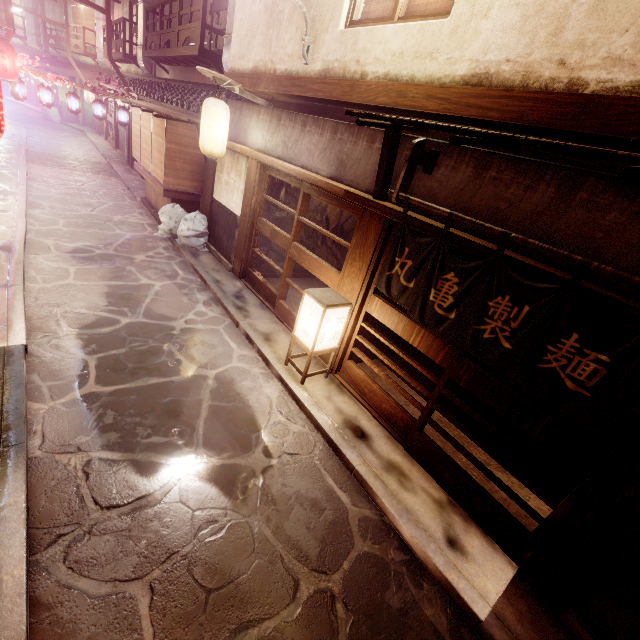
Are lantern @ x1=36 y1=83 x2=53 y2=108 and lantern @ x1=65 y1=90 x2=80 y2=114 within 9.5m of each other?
yes

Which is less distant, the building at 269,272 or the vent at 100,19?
the building at 269,272

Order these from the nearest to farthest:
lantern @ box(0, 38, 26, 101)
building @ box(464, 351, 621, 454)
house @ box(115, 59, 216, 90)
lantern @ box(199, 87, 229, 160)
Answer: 1. building @ box(464, 351, 621, 454)
2. lantern @ box(199, 87, 229, 160)
3. lantern @ box(0, 38, 26, 101)
4. house @ box(115, 59, 216, 90)

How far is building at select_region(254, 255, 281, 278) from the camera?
15.5 meters

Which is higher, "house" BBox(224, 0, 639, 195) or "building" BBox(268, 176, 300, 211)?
"house" BBox(224, 0, 639, 195)

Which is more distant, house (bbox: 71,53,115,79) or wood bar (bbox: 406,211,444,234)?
house (bbox: 71,53,115,79)

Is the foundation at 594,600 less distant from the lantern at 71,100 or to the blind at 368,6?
the blind at 368,6

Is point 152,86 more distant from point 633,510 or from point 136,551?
point 633,510
